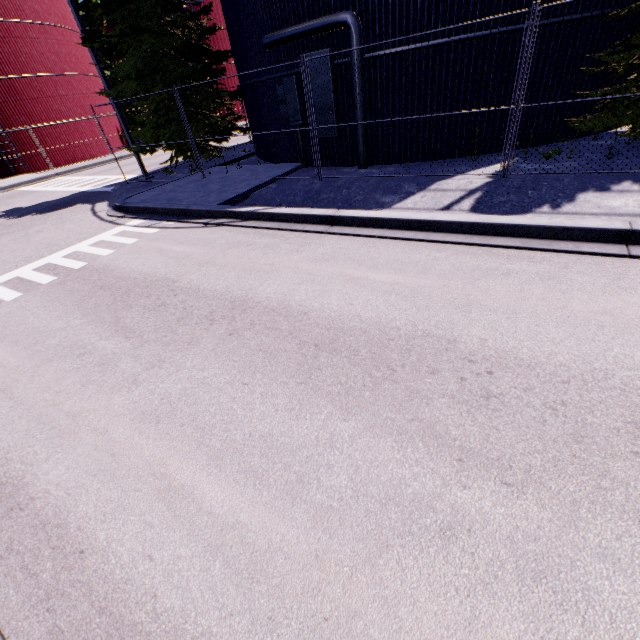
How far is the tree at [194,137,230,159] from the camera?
14.3 meters

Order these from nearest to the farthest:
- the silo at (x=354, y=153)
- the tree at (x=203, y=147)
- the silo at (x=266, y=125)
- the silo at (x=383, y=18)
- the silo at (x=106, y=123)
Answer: the silo at (x=383, y=18) → the silo at (x=354, y=153) → the silo at (x=266, y=125) → the tree at (x=203, y=147) → the silo at (x=106, y=123)

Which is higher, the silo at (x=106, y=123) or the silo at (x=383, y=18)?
the silo at (x=383, y=18)

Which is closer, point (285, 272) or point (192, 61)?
point (285, 272)

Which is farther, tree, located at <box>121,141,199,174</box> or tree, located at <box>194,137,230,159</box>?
tree, located at <box>194,137,230,159</box>

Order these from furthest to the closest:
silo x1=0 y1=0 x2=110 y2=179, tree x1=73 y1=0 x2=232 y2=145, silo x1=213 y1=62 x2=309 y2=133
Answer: silo x1=0 y1=0 x2=110 y2=179, tree x1=73 y1=0 x2=232 y2=145, silo x1=213 y1=62 x2=309 y2=133

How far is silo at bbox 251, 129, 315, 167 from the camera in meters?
11.8
